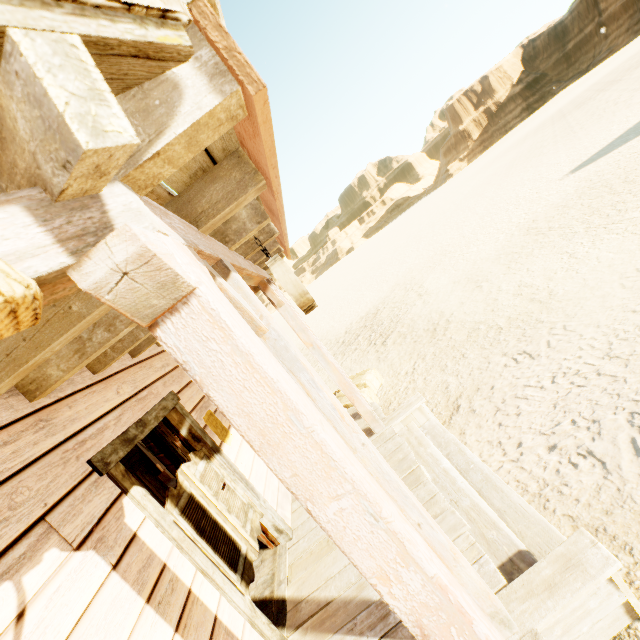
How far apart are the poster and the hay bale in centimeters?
242cm

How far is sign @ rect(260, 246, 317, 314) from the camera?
2.0m

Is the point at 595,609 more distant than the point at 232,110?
Yes

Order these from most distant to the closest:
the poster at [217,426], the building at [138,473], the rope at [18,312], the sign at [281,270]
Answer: the building at [138,473]
the poster at [217,426]
the sign at [281,270]
the rope at [18,312]

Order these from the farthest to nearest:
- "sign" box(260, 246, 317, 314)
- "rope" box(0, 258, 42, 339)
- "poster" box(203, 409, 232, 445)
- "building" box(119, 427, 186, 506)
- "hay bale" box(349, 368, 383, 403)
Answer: "hay bale" box(349, 368, 383, 403) < "building" box(119, 427, 186, 506) < "poster" box(203, 409, 232, 445) < "sign" box(260, 246, 317, 314) < "rope" box(0, 258, 42, 339)

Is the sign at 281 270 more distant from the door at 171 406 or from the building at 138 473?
the door at 171 406

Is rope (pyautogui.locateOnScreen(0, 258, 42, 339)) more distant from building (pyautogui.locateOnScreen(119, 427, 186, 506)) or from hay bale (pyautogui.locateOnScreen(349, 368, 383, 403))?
hay bale (pyautogui.locateOnScreen(349, 368, 383, 403))

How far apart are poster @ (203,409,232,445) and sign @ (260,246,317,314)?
1.8 meters
